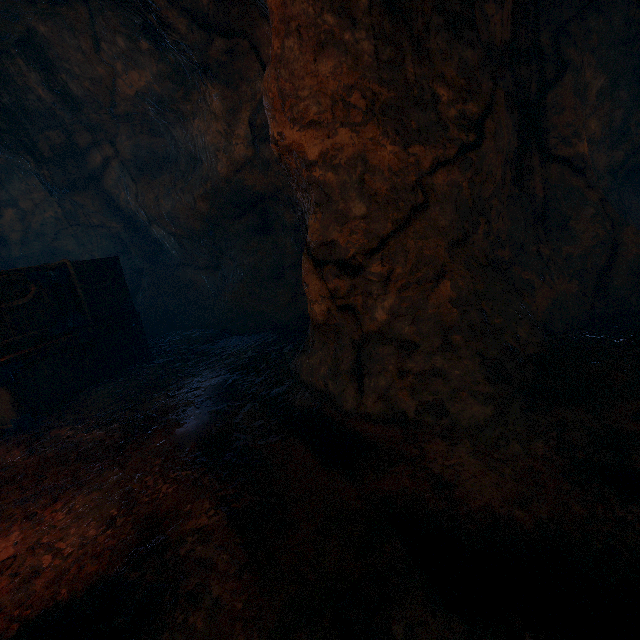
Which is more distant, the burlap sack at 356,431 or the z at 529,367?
the z at 529,367

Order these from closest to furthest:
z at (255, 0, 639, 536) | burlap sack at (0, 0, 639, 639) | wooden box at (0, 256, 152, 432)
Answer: burlap sack at (0, 0, 639, 639) → z at (255, 0, 639, 536) → wooden box at (0, 256, 152, 432)

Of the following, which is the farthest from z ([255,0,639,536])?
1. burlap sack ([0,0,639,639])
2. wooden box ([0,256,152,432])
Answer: wooden box ([0,256,152,432])

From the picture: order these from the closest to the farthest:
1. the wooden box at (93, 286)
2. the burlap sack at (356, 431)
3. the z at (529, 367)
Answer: the burlap sack at (356, 431) → the z at (529, 367) → the wooden box at (93, 286)

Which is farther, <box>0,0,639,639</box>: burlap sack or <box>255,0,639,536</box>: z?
<box>255,0,639,536</box>: z

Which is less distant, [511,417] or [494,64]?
[511,417]

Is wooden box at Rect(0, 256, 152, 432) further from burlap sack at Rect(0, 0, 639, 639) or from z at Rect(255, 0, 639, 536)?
z at Rect(255, 0, 639, 536)
